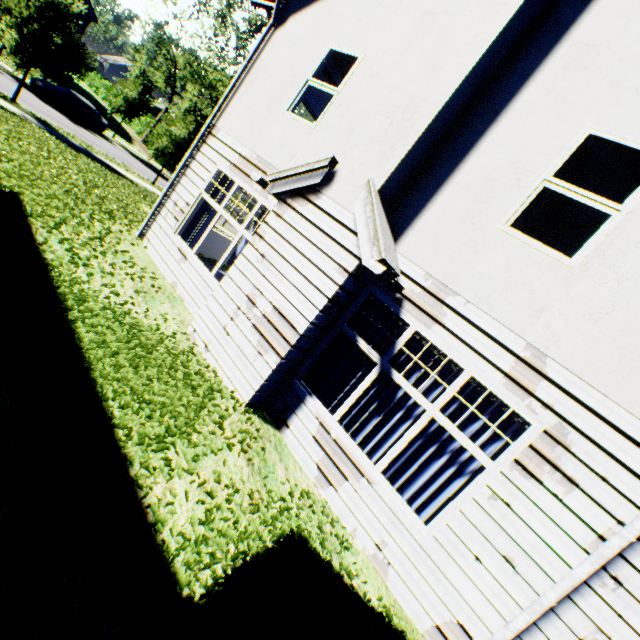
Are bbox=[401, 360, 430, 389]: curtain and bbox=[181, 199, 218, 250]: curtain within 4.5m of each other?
no

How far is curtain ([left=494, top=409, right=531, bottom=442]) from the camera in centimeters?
399cm

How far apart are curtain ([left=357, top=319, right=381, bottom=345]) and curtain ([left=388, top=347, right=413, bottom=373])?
0.1m

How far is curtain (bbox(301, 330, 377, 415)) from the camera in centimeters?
520cm

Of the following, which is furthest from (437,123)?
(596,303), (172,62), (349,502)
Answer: (172,62)

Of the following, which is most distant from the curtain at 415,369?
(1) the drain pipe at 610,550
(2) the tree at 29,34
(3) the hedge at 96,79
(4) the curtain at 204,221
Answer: (3) the hedge at 96,79

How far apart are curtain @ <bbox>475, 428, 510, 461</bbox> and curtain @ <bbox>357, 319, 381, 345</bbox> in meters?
0.1

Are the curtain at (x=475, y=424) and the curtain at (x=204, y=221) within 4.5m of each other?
no
